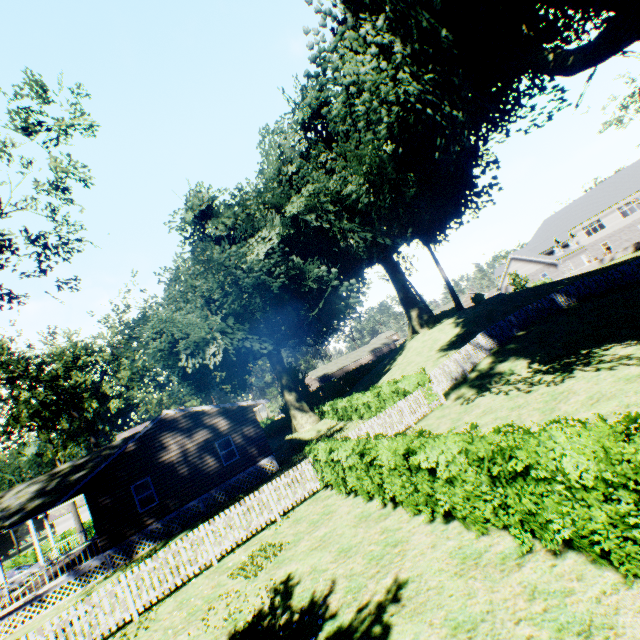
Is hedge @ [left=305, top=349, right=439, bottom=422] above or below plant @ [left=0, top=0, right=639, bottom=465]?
below

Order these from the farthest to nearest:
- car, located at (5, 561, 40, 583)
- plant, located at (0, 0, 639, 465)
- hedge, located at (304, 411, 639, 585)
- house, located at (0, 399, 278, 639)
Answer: car, located at (5, 561, 40, 583) → house, located at (0, 399, 278, 639) → plant, located at (0, 0, 639, 465) → hedge, located at (304, 411, 639, 585)

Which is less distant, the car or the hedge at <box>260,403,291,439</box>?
the car

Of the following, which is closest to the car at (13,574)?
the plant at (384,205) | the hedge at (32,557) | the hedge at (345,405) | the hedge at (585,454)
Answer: the plant at (384,205)

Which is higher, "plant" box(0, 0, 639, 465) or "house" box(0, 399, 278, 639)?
"plant" box(0, 0, 639, 465)

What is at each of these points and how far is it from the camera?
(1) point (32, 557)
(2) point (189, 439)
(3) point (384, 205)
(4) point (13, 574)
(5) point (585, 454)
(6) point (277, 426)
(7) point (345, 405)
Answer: (1) hedge, 33.12m
(2) house, 20.38m
(3) plant, 30.45m
(4) car, 26.05m
(5) hedge, 4.09m
(6) hedge, 46.47m
(7) hedge, 26.44m

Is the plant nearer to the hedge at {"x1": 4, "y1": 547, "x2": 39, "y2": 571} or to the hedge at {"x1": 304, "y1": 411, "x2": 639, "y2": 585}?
the hedge at {"x1": 304, "y1": 411, "x2": 639, "y2": 585}

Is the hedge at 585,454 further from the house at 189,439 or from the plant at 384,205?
the house at 189,439
